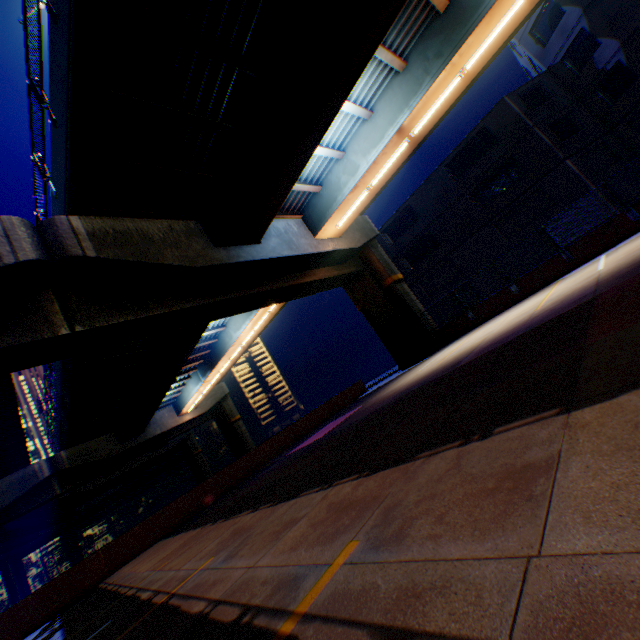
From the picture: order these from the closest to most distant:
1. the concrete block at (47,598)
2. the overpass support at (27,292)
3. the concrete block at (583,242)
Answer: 1. the overpass support at (27,292)
2. the concrete block at (47,598)
3. the concrete block at (583,242)

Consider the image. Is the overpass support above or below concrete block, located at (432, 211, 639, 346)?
above

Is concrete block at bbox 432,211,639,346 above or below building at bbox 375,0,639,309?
below

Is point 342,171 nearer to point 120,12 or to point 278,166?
point 278,166

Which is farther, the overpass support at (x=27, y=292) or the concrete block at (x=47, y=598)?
the concrete block at (x=47, y=598)

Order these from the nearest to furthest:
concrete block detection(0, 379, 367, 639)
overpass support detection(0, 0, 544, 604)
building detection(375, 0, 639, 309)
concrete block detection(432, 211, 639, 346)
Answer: overpass support detection(0, 0, 544, 604) → concrete block detection(0, 379, 367, 639) → concrete block detection(432, 211, 639, 346) → building detection(375, 0, 639, 309)
